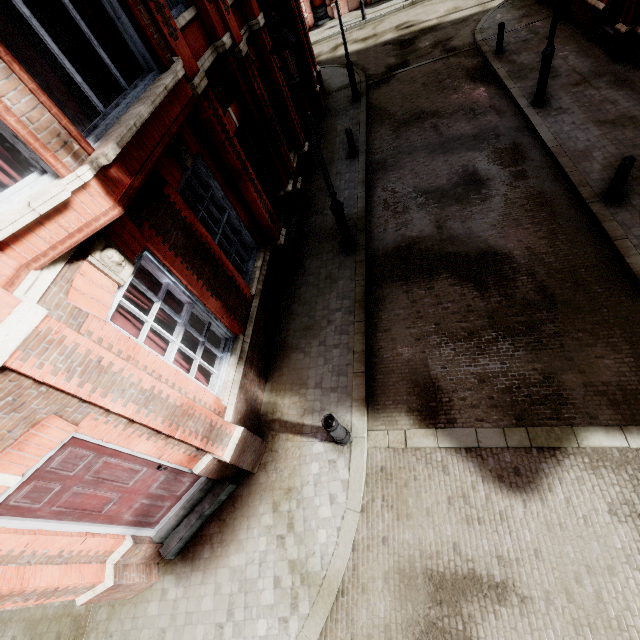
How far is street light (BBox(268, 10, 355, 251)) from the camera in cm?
504

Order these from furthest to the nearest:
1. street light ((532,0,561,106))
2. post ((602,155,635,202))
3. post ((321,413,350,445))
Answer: street light ((532,0,561,106)), post ((602,155,635,202)), post ((321,413,350,445))

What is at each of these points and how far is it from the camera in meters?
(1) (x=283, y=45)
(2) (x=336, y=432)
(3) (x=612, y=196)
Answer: (1) street light, 5.1 m
(2) post, 5.2 m
(3) post, 6.8 m

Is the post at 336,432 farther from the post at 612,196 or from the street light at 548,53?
the street light at 548,53

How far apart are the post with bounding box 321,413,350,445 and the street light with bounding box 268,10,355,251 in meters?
4.7

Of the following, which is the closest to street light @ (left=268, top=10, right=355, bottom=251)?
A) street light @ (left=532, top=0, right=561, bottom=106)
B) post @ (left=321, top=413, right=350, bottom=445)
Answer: post @ (left=321, top=413, right=350, bottom=445)

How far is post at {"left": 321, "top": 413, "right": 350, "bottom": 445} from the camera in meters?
5.0 m

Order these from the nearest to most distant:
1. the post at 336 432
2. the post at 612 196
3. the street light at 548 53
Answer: the post at 336 432 → the post at 612 196 → the street light at 548 53
